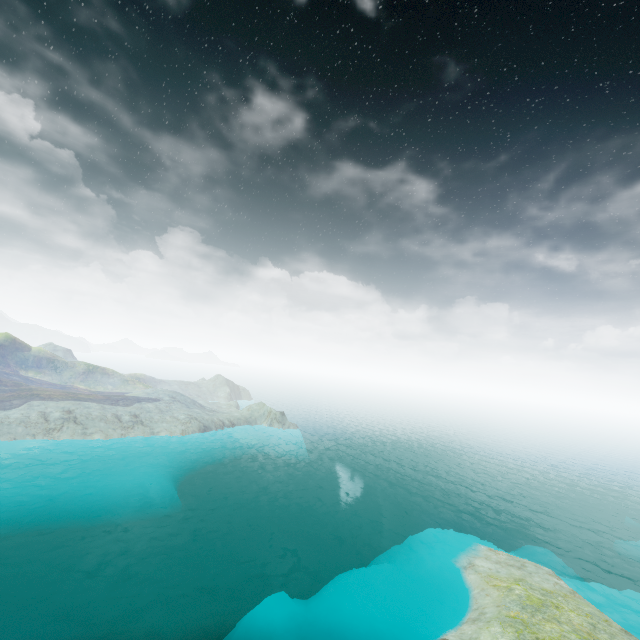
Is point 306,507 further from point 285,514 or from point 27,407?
point 27,407
